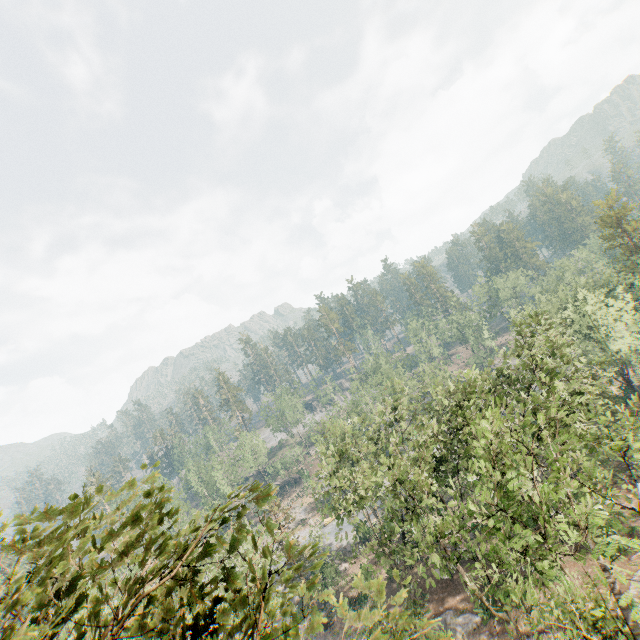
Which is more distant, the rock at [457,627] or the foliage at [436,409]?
the rock at [457,627]

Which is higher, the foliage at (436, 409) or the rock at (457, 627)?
the foliage at (436, 409)

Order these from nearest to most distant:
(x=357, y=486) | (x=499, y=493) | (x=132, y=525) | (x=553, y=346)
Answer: (x=132, y=525)
(x=499, y=493)
(x=553, y=346)
(x=357, y=486)

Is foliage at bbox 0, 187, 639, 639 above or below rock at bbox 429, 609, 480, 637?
above

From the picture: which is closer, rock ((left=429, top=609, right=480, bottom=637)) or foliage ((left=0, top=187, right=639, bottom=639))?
foliage ((left=0, top=187, right=639, bottom=639))
